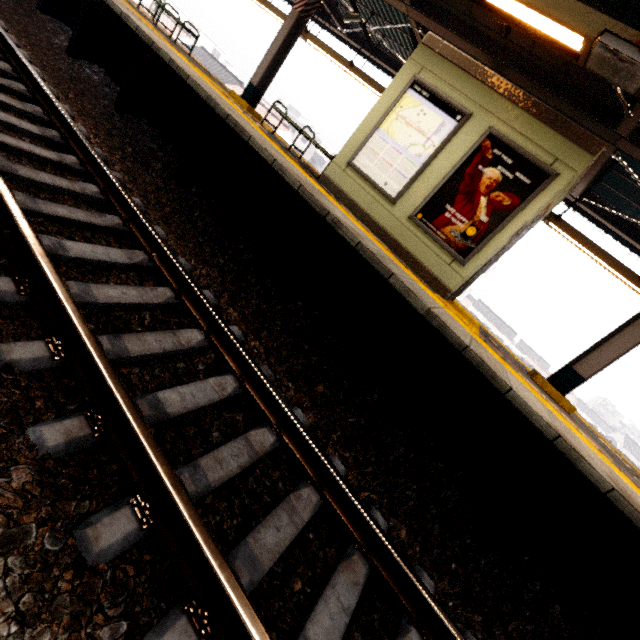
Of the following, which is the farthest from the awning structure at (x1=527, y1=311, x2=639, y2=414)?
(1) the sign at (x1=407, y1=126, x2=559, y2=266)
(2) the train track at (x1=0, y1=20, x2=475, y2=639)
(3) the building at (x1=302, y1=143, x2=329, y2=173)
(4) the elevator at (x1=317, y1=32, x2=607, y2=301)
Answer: (3) the building at (x1=302, y1=143, x2=329, y2=173)

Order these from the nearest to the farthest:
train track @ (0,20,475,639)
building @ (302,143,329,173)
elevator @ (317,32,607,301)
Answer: train track @ (0,20,475,639), elevator @ (317,32,607,301), building @ (302,143,329,173)

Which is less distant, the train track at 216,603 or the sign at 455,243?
the train track at 216,603

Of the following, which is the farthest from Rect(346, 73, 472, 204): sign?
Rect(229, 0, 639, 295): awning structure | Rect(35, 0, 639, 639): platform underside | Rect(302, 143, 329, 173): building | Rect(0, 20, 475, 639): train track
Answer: Rect(302, 143, 329, 173): building

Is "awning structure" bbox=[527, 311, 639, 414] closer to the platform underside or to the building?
the platform underside

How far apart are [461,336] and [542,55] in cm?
579

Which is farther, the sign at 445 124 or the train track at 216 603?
the sign at 445 124

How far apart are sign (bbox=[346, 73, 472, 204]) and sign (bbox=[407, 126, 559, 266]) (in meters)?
0.27
